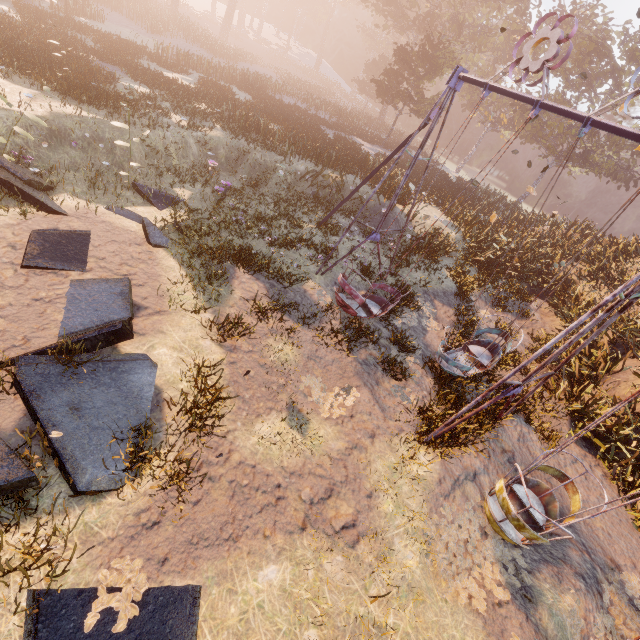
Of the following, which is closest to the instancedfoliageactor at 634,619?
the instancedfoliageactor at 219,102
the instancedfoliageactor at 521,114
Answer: the instancedfoliageactor at 219,102

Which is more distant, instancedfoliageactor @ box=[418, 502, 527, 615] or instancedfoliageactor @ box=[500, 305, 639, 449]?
instancedfoliageactor @ box=[500, 305, 639, 449]

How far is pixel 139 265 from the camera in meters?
7.7

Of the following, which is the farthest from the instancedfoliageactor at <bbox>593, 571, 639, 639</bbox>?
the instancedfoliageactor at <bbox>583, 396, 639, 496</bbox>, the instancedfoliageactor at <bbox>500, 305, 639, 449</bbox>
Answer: the instancedfoliageactor at <bbox>500, 305, 639, 449</bbox>

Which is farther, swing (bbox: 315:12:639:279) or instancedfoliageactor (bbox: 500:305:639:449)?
instancedfoliageactor (bbox: 500:305:639:449)

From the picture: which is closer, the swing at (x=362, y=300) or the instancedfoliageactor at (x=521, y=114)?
the swing at (x=362, y=300)

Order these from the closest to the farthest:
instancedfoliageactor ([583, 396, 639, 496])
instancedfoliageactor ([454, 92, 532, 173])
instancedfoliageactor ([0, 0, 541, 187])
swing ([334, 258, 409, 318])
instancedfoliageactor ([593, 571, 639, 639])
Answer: instancedfoliageactor ([593, 571, 639, 639]) < instancedfoliageactor ([583, 396, 639, 496]) < swing ([334, 258, 409, 318]) < instancedfoliageactor ([0, 0, 541, 187]) < instancedfoliageactor ([454, 92, 532, 173])

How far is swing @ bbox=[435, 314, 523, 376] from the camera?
8.32m
